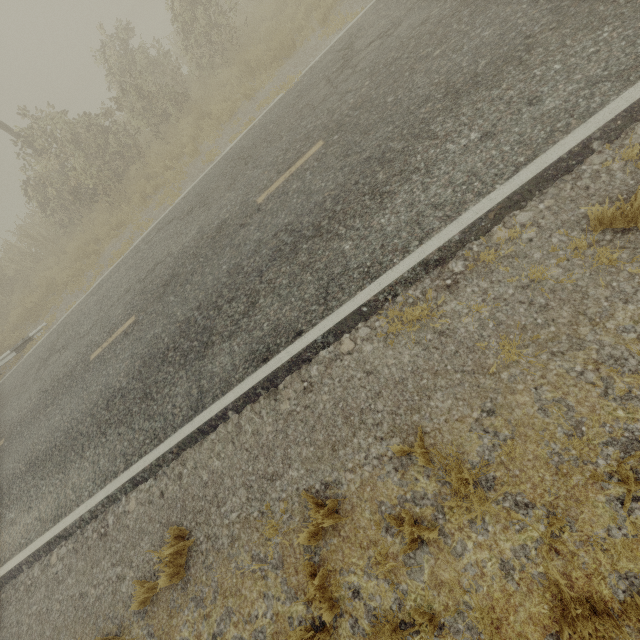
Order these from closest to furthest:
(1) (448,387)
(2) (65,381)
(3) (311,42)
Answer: (1) (448,387)
(2) (65,381)
(3) (311,42)
